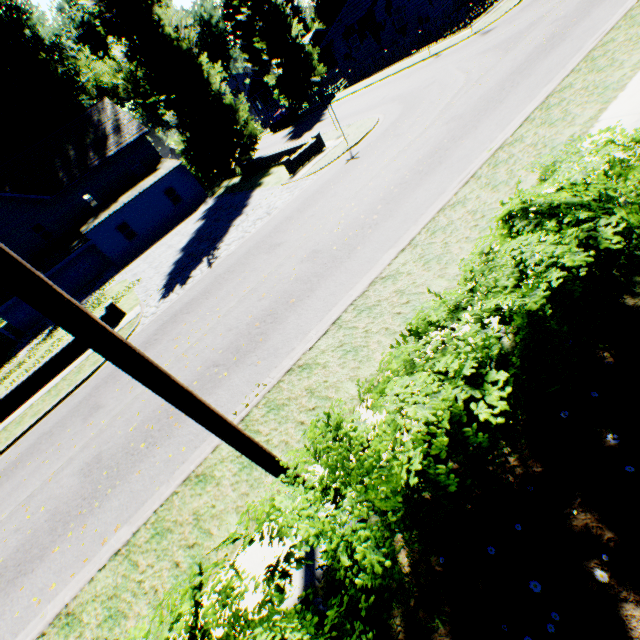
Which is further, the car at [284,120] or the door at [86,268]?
the car at [284,120]

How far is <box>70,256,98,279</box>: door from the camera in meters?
29.9

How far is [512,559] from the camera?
3.1 meters

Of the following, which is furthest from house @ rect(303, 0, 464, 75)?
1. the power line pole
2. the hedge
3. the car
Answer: the power line pole

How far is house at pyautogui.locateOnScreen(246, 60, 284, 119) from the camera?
50.7m

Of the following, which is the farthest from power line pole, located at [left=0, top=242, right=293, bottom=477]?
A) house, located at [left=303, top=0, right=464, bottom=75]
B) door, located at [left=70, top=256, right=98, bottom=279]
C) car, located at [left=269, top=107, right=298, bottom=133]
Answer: car, located at [left=269, top=107, right=298, bottom=133]

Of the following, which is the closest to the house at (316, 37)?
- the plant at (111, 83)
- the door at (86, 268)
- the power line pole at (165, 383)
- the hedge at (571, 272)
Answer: the plant at (111, 83)

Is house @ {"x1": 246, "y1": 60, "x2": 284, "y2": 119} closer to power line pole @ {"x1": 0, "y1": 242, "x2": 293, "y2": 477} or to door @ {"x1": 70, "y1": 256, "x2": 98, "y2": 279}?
door @ {"x1": 70, "y1": 256, "x2": 98, "y2": 279}
